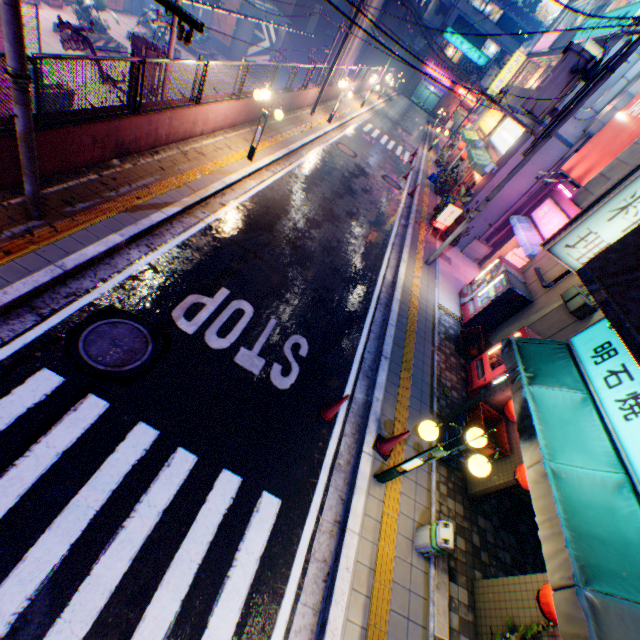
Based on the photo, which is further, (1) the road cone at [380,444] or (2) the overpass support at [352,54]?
(2) the overpass support at [352,54]

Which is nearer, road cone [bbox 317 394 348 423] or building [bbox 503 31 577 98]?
road cone [bbox 317 394 348 423]

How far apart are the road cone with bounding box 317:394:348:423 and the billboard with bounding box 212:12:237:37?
46.3m

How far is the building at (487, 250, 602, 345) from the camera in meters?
8.4

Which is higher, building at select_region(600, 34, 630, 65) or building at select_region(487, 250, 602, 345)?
building at select_region(600, 34, 630, 65)

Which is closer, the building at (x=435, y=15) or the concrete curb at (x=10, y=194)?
the concrete curb at (x=10, y=194)

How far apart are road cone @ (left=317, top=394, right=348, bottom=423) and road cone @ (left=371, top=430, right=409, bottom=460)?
0.80m

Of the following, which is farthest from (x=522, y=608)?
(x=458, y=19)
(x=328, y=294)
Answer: (x=458, y=19)
